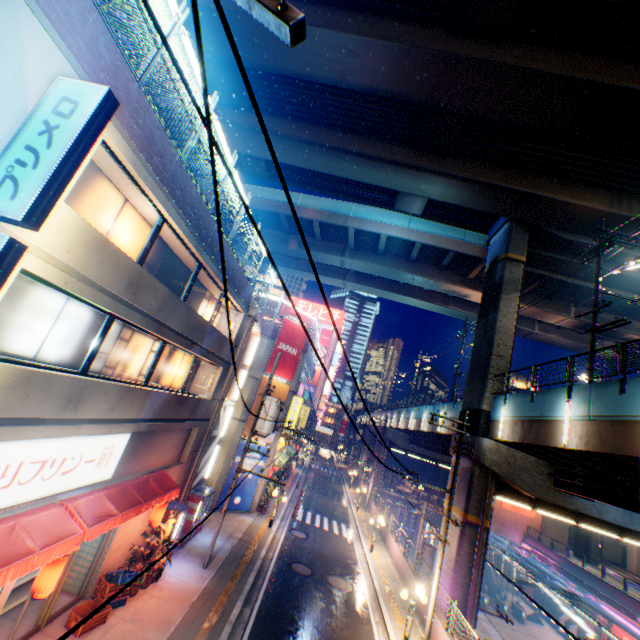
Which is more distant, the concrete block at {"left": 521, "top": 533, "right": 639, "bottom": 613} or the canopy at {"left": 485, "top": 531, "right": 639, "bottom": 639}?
the concrete block at {"left": 521, "top": 533, "right": 639, "bottom": 613}

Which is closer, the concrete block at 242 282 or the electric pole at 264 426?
the concrete block at 242 282

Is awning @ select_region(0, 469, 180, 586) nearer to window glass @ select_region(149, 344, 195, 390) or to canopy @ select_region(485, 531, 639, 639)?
window glass @ select_region(149, 344, 195, 390)

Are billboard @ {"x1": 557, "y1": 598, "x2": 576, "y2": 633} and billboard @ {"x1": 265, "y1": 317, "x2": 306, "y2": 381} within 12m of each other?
no

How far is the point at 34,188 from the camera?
4.53m

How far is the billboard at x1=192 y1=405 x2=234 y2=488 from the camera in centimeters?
1670cm

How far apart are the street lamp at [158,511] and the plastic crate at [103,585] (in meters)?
1.33

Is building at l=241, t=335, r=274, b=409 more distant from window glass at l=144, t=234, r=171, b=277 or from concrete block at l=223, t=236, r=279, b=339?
window glass at l=144, t=234, r=171, b=277
